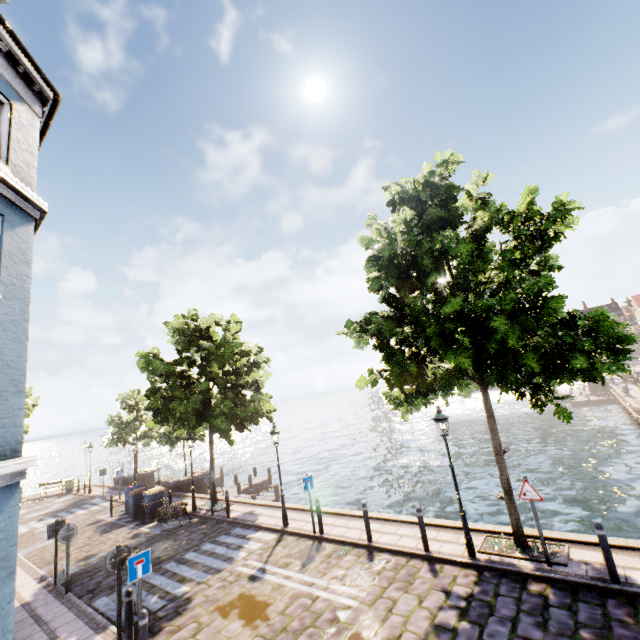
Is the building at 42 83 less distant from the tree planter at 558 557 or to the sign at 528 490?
the tree planter at 558 557

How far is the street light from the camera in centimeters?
849cm

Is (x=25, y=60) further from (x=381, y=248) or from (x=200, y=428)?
(x=200, y=428)

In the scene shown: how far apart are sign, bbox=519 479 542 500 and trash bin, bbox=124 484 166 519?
18.1 meters

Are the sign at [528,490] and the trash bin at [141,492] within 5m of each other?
no

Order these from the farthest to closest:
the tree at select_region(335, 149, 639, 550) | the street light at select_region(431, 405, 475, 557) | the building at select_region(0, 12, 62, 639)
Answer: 1. the street light at select_region(431, 405, 475, 557)
2. the tree at select_region(335, 149, 639, 550)
3. the building at select_region(0, 12, 62, 639)

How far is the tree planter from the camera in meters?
7.5

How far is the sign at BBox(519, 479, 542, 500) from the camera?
7.8 meters
